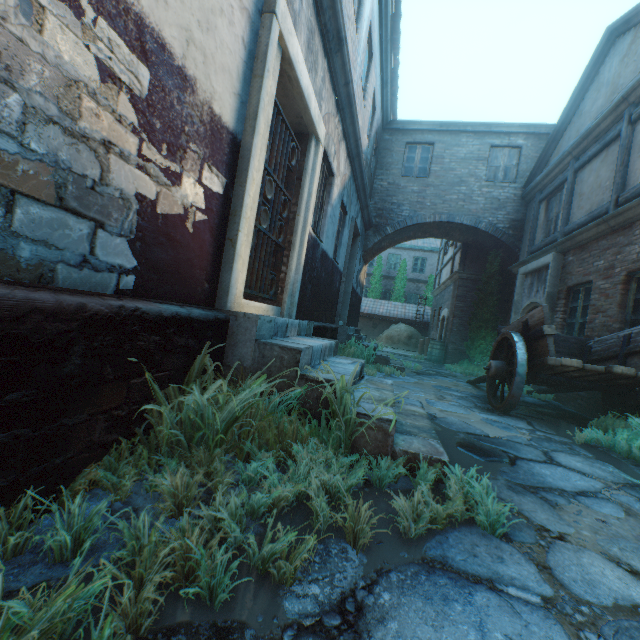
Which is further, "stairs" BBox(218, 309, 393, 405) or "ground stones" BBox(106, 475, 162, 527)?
"stairs" BBox(218, 309, 393, 405)

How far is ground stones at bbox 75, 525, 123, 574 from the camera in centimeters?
119cm

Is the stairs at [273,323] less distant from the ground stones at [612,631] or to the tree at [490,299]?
the ground stones at [612,631]

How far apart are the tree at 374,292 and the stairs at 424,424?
20.86m

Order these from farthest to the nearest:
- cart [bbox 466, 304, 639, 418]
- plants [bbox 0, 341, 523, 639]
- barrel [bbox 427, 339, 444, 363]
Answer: barrel [bbox 427, 339, 444, 363], cart [bbox 466, 304, 639, 418], plants [bbox 0, 341, 523, 639]

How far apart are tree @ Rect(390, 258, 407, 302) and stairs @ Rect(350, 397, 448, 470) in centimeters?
2092cm

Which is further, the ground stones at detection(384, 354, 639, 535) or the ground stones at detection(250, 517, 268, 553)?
the ground stones at detection(384, 354, 639, 535)

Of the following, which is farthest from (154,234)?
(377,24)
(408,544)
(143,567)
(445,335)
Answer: (445,335)
